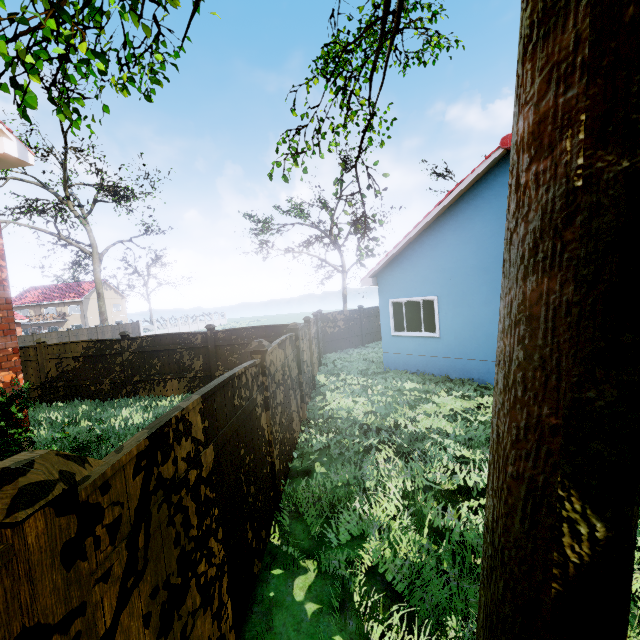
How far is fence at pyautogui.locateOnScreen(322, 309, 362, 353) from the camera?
17.61m

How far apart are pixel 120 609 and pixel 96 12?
4.39m

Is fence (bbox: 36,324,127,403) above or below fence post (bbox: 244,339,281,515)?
below

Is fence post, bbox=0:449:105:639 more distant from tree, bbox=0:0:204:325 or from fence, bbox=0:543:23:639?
tree, bbox=0:0:204:325

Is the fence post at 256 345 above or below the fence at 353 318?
above

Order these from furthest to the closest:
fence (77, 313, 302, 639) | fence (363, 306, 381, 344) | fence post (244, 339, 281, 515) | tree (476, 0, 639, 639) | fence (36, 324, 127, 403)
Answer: fence (363, 306, 381, 344), fence (36, 324, 127, 403), fence post (244, 339, 281, 515), fence (77, 313, 302, 639), tree (476, 0, 639, 639)

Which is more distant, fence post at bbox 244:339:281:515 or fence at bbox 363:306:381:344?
fence at bbox 363:306:381:344

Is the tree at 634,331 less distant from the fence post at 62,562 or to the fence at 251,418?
the fence at 251,418
